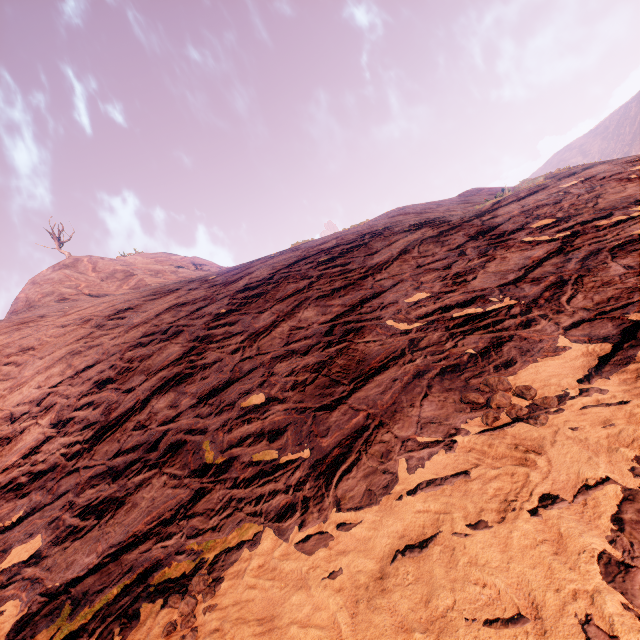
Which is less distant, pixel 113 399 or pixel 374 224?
pixel 113 399
